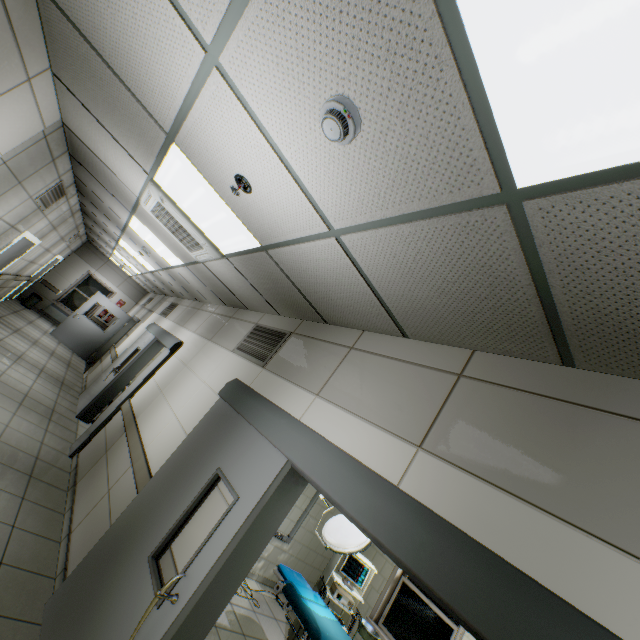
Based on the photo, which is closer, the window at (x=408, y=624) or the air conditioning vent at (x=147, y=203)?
the air conditioning vent at (x=147, y=203)

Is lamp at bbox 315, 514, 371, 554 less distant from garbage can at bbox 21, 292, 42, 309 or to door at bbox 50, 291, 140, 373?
door at bbox 50, 291, 140, 373

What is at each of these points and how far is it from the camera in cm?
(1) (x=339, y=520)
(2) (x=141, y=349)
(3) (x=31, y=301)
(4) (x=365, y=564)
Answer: (1) lamp, 409
(2) doorway, 706
(3) garbage can, 1202
(4) health monitor, 498

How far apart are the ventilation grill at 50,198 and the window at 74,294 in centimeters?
923cm

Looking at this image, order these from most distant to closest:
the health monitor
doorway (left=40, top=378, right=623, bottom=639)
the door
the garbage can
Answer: the garbage can < the door < the health monitor < doorway (left=40, top=378, right=623, bottom=639)

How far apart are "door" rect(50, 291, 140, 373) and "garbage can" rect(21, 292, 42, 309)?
2.28m

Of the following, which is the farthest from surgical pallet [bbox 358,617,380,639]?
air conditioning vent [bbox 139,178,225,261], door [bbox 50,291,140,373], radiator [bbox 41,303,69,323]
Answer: radiator [bbox 41,303,69,323]

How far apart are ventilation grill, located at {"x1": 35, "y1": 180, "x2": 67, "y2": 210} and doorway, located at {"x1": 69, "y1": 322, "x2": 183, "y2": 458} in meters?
2.9
